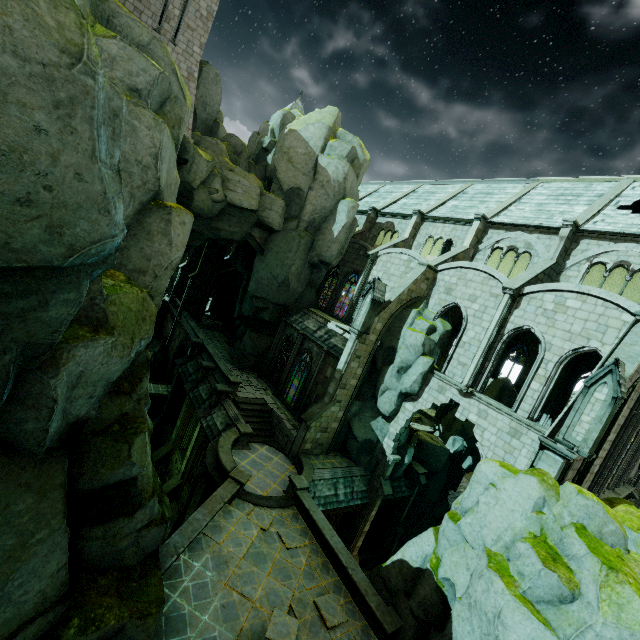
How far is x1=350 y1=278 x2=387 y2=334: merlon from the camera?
20.08m

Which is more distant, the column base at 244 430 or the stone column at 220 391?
the stone column at 220 391

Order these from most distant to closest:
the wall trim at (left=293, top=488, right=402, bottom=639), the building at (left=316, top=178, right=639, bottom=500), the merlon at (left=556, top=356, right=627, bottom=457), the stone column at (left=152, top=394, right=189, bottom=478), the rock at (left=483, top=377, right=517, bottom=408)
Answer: the rock at (left=483, top=377, right=517, bottom=408)
the stone column at (left=152, top=394, right=189, bottom=478)
the building at (left=316, top=178, right=639, bottom=500)
the wall trim at (left=293, top=488, right=402, bottom=639)
the merlon at (left=556, top=356, right=627, bottom=457)

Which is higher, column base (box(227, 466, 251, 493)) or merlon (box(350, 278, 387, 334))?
merlon (box(350, 278, 387, 334))

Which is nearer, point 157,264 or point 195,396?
point 157,264

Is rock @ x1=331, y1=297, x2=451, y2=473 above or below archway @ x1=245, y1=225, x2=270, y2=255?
below

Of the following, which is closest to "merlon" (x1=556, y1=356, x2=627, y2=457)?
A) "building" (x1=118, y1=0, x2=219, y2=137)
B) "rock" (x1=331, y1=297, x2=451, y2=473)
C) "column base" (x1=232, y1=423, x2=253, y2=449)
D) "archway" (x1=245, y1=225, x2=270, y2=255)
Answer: "rock" (x1=331, y1=297, x2=451, y2=473)

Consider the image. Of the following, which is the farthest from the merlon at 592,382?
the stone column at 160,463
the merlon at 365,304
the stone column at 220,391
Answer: the stone column at 160,463
